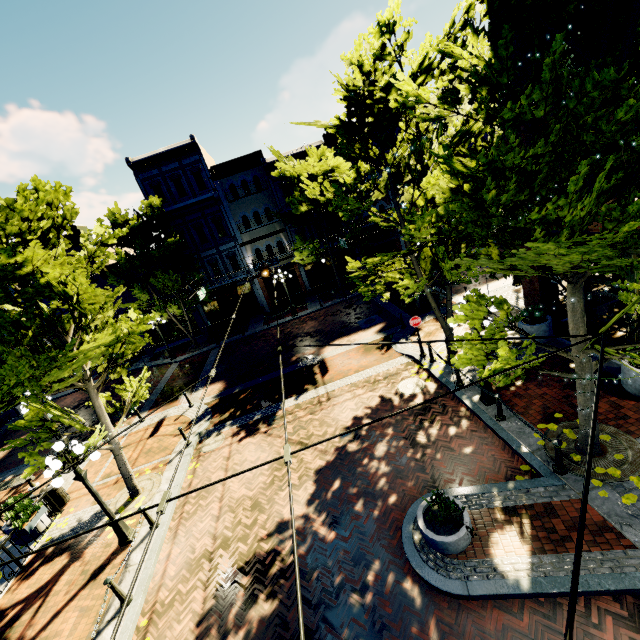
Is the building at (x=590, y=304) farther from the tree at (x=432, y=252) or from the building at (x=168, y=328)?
the building at (x=168, y=328)

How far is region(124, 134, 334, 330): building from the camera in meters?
24.2 m

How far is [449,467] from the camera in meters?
8.4

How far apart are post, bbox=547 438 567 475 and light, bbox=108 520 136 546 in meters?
11.2 m

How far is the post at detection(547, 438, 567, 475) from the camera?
7.0m

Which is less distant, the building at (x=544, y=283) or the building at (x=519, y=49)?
the building at (x=519, y=49)

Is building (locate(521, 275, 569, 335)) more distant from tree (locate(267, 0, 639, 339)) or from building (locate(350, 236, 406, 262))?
building (locate(350, 236, 406, 262))

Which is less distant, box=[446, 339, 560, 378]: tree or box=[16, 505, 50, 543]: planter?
box=[446, 339, 560, 378]: tree
